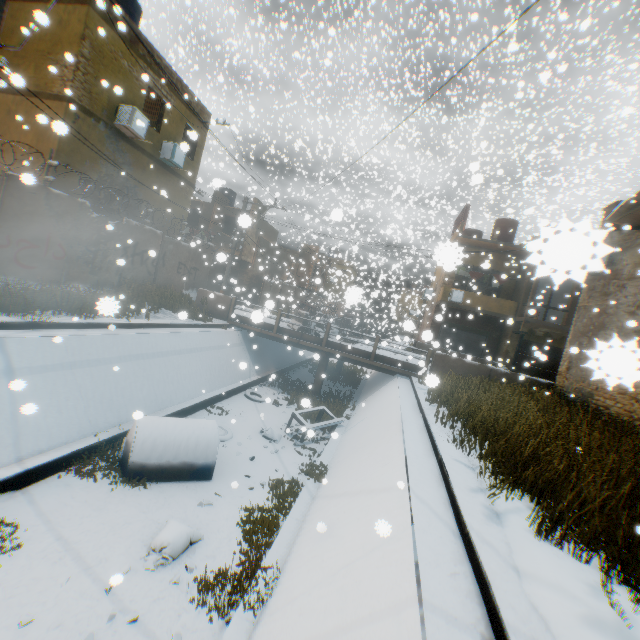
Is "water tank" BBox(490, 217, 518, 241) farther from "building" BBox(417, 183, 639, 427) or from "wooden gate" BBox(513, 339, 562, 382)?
"wooden gate" BBox(513, 339, 562, 382)

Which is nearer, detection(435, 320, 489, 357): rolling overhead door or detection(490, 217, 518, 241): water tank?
detection(435, 320, 489, 357): rolling overhead door

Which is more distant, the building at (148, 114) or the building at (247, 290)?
the building at (247, 290)

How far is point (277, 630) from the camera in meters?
3.6

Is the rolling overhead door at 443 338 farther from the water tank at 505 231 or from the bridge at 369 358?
the water tank at 505 231

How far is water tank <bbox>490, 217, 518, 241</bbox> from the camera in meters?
23.8 m

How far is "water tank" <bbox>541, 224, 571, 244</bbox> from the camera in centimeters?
77cm
